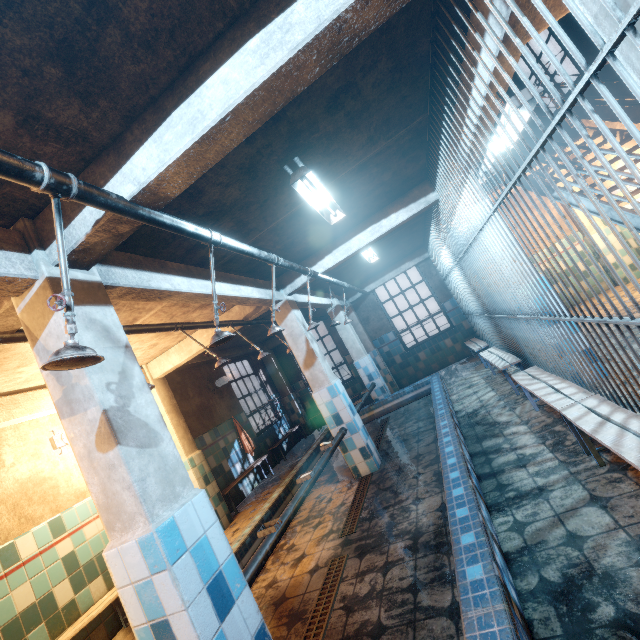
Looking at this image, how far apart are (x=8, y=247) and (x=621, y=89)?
7.92m

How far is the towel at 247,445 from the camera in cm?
687

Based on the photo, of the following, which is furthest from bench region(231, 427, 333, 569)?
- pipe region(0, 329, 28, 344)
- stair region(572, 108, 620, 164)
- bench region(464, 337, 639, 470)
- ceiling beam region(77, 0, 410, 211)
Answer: stair region(572, 108, 620, 164)

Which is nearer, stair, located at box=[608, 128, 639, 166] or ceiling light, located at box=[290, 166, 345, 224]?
ceiling light, located at box=[290, 166, 345, 224]

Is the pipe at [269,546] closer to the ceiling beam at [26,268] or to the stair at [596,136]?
the ceiling beam at [26,268]

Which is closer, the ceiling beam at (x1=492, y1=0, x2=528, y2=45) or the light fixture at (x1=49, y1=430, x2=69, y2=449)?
the ceiling beam at (x1=492, y1=0, x2=528, y2=45)

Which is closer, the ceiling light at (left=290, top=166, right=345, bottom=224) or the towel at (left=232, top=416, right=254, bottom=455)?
the ceiling light at (left=290, top=166, right=345, bottom=224)

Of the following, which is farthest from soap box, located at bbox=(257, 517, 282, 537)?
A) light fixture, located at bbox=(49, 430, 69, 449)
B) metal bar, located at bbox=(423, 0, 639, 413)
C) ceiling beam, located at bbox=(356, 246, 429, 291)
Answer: ceiling beam, located at bbox=(356, 246, 429, 291)
